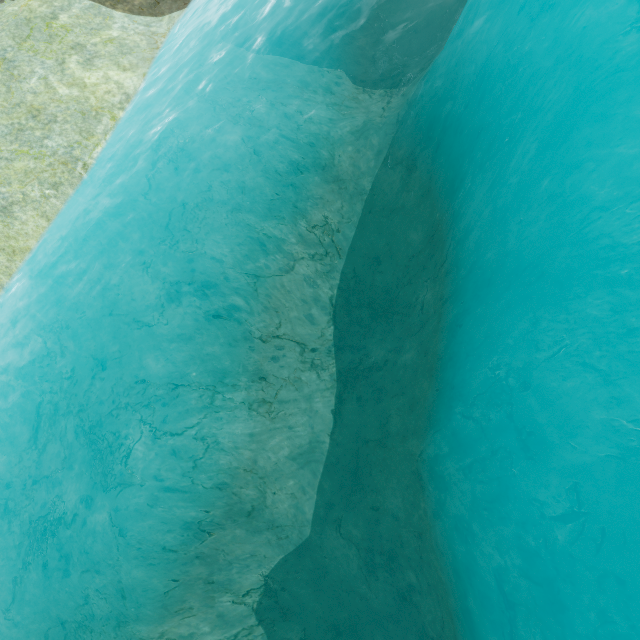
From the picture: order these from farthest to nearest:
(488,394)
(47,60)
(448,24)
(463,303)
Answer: (448,24)
(47,60)
(463,303)
(488,394)
